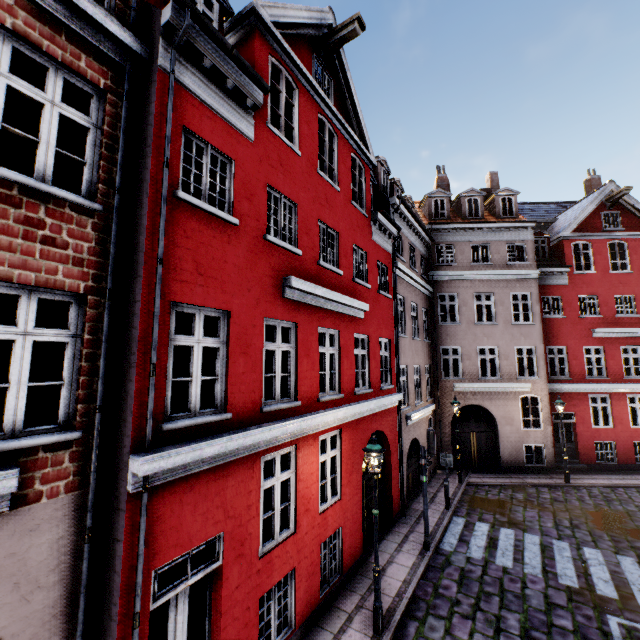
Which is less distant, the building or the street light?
the building

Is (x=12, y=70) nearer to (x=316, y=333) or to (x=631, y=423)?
(x=316, y=333)

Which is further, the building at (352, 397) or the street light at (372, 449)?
the street light at (372, 449)
